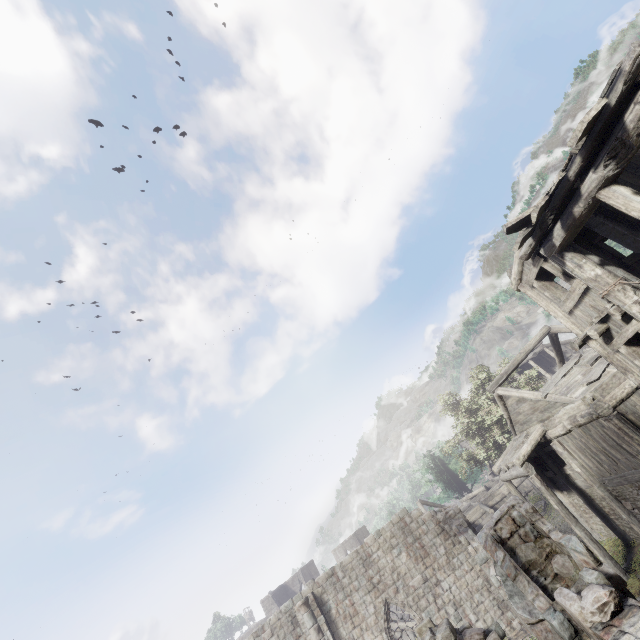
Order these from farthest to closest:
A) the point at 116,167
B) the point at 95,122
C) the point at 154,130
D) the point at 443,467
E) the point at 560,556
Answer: Answer: the point at 154,130 → the point at 116,167 → the point at 95,122 → the point at 443,467 → the point at 560,556
